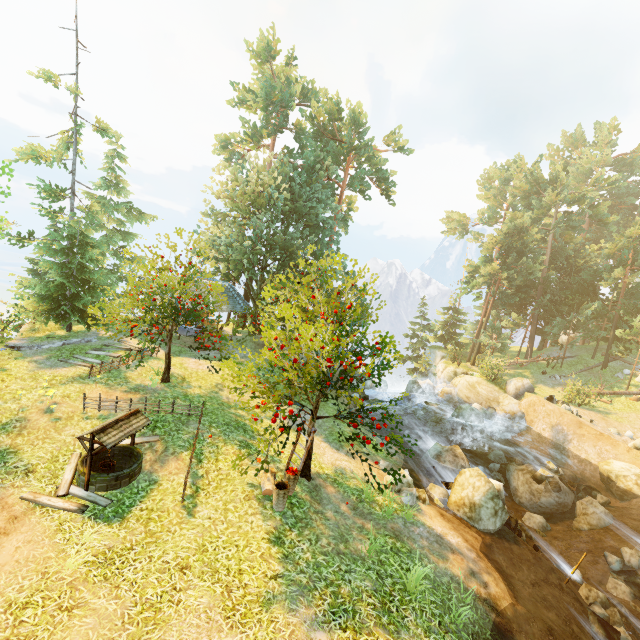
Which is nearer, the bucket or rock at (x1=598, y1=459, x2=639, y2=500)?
the bucket

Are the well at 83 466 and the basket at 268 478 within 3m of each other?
no

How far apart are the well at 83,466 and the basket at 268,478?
3.9 meters

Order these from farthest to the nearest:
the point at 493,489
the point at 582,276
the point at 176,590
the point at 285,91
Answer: the point at 582,276 < the point at 285,91 < the point at 493,489 < the point at 176,590

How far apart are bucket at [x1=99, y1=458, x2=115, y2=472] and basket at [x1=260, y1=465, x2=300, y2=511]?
4.61m

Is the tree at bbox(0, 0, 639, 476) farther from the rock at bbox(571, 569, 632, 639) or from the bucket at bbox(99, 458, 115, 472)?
the rock at bbox(571, 569, 632, 639)

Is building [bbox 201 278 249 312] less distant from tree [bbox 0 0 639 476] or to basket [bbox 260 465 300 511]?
tree [bbox 0 0 639 476]

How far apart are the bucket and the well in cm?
39
